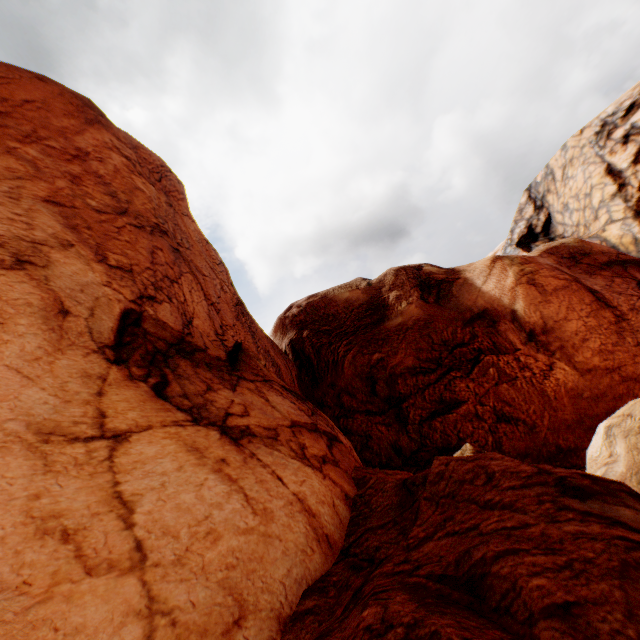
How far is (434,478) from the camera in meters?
3.8 m
